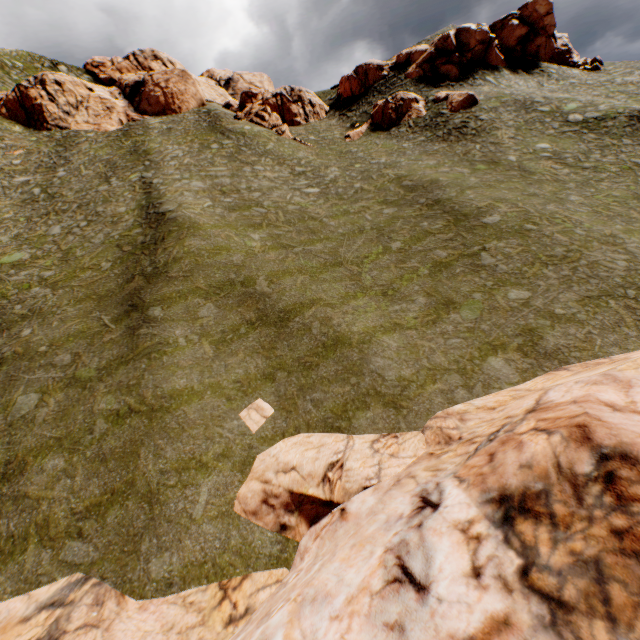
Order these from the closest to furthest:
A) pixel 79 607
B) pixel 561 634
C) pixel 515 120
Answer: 1. pixel 561 634
2. pixel 79 607
3. pixel 515 120

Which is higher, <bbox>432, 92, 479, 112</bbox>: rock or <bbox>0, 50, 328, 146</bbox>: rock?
<bbox>0, 50, 328, 146</bbox>: rock

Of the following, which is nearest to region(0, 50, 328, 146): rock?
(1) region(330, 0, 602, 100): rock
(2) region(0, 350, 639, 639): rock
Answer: (1) region(330, 0, 602, 100): rock

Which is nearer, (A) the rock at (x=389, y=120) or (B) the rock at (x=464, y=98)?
(B) the rock at (x=464, y=98)

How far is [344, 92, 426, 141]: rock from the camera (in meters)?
37.31

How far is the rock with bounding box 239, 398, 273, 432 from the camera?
12.57m

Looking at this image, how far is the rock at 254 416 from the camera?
12.6 meters

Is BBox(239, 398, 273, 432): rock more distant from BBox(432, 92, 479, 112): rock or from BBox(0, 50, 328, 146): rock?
BBox(0, 50, 328, 146): rock
